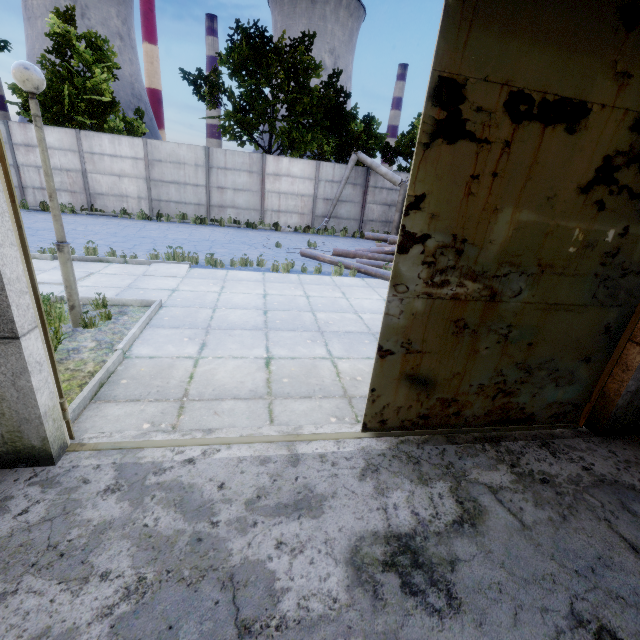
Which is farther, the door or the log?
the log

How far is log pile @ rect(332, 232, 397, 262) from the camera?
12.2 meters

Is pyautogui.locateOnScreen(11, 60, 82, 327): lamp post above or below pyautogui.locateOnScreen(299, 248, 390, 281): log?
above

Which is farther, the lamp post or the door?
the lamp post

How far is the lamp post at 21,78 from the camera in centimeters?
381cm

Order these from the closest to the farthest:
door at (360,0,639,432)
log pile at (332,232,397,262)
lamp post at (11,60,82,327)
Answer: door at (360,0,639,432) < lamp post at (11,60,82,327) < log pile at (332,232,397,262)

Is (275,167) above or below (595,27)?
below

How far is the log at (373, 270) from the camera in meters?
9.9 m
